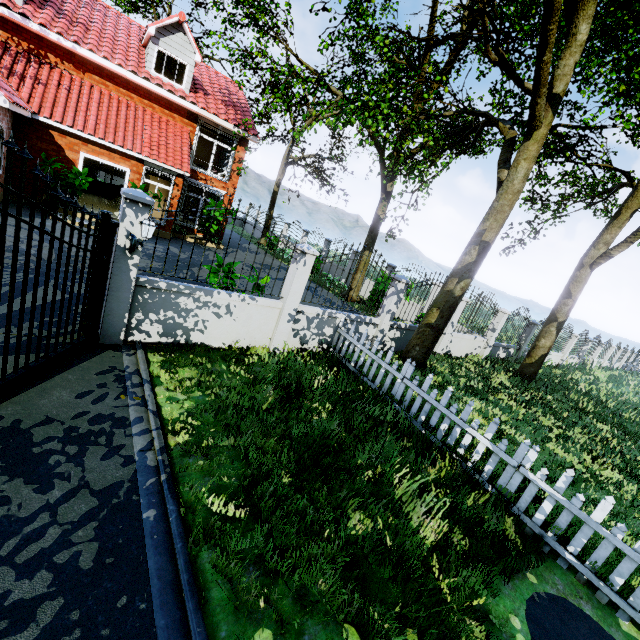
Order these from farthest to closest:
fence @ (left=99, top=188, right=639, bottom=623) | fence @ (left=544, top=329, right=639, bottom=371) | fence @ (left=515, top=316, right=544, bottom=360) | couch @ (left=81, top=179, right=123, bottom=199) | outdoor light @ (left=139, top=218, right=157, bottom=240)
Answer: fence @ (left=544, top=329, right=639, bottom=371) < couch @ (left=81, top=179, right=123, bottom=199) < fence @ (left=515, top=316, right=544, bottom=360) < outdoor light @ (left=139, top=218, right=157, bottom=240) < fence @ (left=99, top=188, right=639, bottom=623)

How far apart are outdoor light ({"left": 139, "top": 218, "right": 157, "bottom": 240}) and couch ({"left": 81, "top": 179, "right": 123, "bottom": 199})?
17.2m

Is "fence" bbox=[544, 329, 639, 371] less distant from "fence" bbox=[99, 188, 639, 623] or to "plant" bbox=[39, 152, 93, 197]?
"fence" bbox=[99, 188, 639, 623]

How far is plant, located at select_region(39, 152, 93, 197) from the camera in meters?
11.8

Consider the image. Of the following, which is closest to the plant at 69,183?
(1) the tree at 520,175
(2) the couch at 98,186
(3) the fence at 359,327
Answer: (2) the couch at 98,186

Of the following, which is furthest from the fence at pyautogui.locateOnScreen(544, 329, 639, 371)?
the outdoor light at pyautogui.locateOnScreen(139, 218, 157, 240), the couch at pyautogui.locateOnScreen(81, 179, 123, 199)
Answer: the couch at pyautogui.locateOnScreen(81, 179, 123, 199)

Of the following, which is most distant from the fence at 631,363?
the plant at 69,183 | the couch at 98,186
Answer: the couch at 98,186

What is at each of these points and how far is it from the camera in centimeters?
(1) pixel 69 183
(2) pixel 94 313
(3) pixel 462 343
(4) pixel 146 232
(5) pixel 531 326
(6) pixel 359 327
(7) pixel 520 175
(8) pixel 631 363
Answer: (1) plant, 1223cm
(2) gate, 517cm
(3) fence, 1236cm
(4) outdoor light, 509cm
(5) fence, 1493cm
(6) fence, 892cm
(7) tree, 791cm
(8) fence, 3183cm
